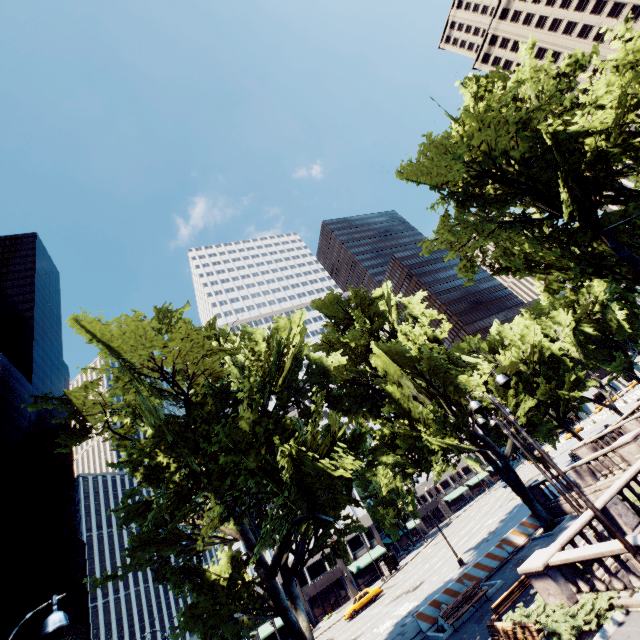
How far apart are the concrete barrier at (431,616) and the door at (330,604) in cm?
4137

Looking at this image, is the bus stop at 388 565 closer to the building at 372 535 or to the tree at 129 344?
the building at 372 535

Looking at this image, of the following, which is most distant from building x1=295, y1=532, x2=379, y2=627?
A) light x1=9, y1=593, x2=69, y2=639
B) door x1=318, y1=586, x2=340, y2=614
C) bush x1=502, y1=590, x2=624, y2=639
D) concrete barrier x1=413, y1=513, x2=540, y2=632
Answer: light x1=9, y1=593, x2=69, y2=639

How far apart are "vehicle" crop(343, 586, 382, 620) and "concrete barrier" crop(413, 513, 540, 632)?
23.06m

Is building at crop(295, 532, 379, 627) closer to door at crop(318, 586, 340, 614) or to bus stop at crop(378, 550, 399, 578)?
door at crop(318, 586, 340, 614)

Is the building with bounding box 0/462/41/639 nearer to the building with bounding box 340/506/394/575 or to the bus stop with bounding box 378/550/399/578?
the building with bounding box 340/506/394/575

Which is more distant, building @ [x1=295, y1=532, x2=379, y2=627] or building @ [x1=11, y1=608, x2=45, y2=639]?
building @ [x1=11, y1=608, x2=45, y2=639]

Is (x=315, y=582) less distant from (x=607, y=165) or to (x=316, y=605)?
(x=316, y=605)
